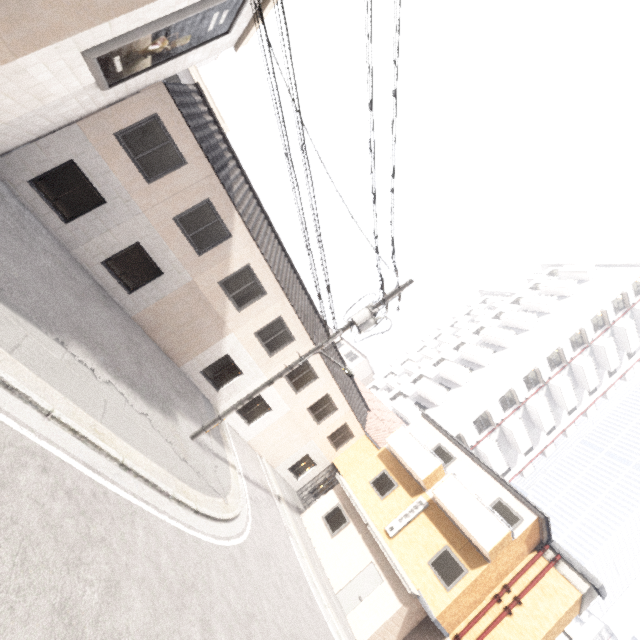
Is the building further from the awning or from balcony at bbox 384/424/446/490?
balcony at bbox 384/424/446/490

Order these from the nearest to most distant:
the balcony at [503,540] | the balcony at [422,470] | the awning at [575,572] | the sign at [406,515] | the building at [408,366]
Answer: the balcony at [503,540], the awning at [575,572], the sign at [406,515], the balcony at [422,470], the building at [408,366]

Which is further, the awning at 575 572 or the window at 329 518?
the window at 329 518

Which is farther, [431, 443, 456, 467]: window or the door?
[431, 443, 456, 467]: window

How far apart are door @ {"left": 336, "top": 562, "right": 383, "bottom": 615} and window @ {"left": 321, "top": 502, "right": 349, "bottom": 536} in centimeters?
185cm

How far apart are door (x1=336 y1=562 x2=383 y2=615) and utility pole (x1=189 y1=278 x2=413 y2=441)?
10.2m

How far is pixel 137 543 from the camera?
5.6 meters

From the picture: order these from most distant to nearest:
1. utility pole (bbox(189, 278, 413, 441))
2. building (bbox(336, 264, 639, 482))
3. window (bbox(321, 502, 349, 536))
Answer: building (bbox(336, 264, 639, 482))
window (bbox(321, 502, 349, 536))
utility pole (bbox(189, 278, 413, 441))
